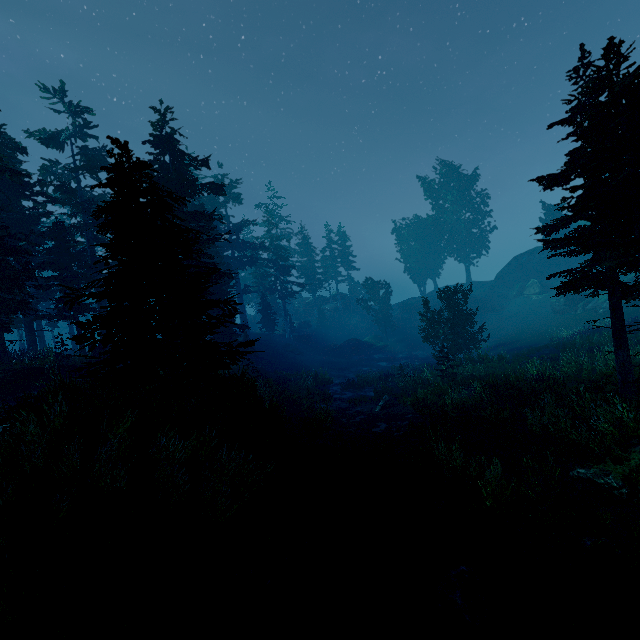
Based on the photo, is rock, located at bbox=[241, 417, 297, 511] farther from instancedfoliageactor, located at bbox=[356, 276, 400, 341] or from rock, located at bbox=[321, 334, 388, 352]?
rock, located at bbox=[321, 334, 388, 352]

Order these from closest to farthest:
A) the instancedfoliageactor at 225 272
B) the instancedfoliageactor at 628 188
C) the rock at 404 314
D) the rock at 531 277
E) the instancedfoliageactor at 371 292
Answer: the instancedfoliageactor at 225 272, the instancedfoliageactor at 628 188, the rock at 531 277, the instancedfoliageactor at 371 292, the rock at 404 314

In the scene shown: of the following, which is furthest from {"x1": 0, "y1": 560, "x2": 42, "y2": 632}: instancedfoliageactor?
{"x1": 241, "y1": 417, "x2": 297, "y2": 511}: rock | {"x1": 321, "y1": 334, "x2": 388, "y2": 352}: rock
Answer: {"x1": 321, "y1": 334, "x2": 388, "y2": 352}: rock

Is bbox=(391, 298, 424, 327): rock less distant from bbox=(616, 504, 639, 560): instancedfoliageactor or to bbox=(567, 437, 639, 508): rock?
bbox=(616, 504, 639, 560): instancedfoliageactor

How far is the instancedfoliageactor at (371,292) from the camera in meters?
48.6

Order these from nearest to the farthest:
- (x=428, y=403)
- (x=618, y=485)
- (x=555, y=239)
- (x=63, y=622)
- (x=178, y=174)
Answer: (x=63, y=622) < (x=618, y=485) < (x=555, y=239) < (x=428, y=403) < (x=178, y=174)
